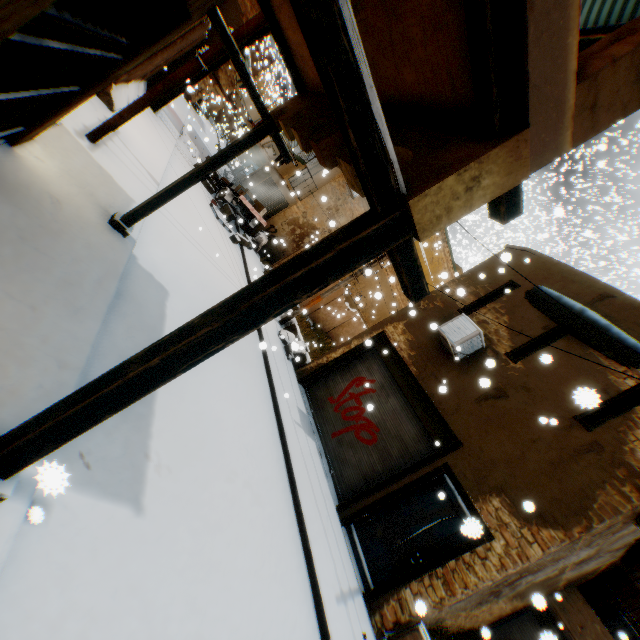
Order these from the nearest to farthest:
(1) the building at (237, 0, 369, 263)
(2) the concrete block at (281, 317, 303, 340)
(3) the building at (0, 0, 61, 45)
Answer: (3) the building at (0, 0, 61, 45) → (1) the building at (237, 0, 369, 263) → (2) the concrete block at (281, 317, 303, 340)

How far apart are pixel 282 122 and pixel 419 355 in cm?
717

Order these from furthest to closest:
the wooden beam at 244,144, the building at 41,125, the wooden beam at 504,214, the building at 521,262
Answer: the building at 521,262, the wooden beam at 244,144, the building at 41,125, the wooden beam at 504,214

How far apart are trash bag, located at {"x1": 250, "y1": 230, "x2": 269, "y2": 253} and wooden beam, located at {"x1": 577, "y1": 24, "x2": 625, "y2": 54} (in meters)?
14.04

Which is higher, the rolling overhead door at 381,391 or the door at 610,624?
the door at 610,624

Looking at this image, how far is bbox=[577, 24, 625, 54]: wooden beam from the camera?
2.05m

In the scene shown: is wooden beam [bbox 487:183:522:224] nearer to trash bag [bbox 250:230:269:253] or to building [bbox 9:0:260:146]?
building [bbox 9:0:260:146]

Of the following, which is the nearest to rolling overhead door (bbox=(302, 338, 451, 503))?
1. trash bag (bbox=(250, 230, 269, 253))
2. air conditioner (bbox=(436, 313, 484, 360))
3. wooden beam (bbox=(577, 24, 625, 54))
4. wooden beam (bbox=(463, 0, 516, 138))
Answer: air conditioner (bbox=(436, 313, 484, 360))
